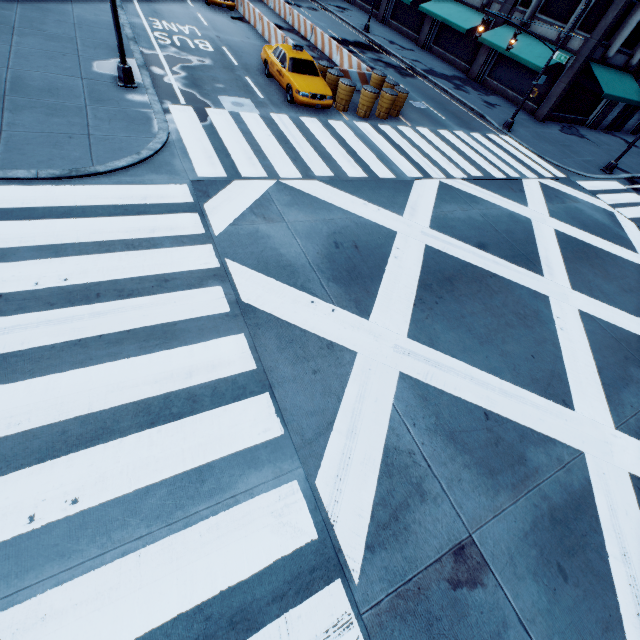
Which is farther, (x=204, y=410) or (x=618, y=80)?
(x=618, y=80)

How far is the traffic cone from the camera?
14.95m

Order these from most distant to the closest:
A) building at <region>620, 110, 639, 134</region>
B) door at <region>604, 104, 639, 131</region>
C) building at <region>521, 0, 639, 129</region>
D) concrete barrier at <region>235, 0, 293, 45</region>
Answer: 1. building at <region>620, 110, 639, 134</region>
2. door at <region>604, 104, 639, 131</region>
3. building at <region>521, 0, 639, 129</region>
4. concrete barrier at <region>235, 0, 293, 45</region>

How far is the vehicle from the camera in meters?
13.8 m

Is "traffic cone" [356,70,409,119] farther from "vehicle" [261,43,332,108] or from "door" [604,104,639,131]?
"door" [604,104,639,131]

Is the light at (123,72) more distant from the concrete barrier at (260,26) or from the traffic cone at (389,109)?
the traffic cone at (389,109)

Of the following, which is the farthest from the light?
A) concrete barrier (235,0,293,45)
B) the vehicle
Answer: concrete barrier (235,0,293,45)

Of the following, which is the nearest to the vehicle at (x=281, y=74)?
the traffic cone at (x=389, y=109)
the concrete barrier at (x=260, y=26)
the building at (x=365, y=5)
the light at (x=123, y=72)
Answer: → the concrete barrier at (x=260, y=26)
